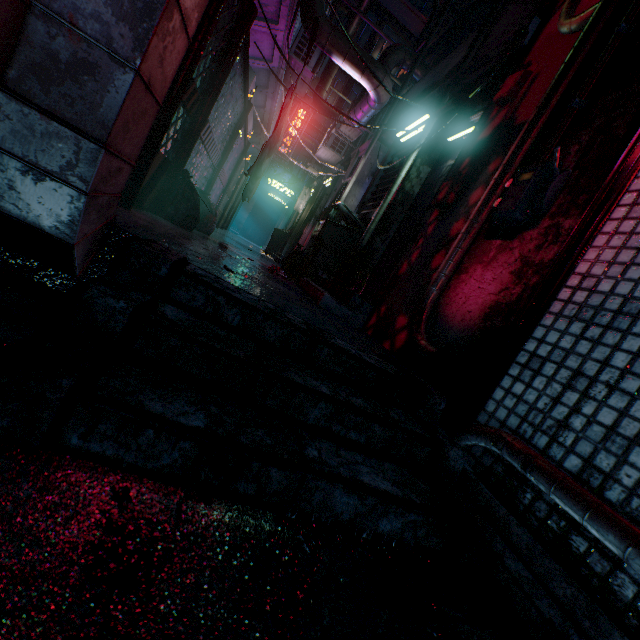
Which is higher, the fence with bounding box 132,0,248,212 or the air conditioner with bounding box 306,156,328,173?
the air conditioner with bounding box 306,156,328,173

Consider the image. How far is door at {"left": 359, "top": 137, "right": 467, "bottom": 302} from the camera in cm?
356

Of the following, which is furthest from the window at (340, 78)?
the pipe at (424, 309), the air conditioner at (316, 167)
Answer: the pipe at (424, 309)

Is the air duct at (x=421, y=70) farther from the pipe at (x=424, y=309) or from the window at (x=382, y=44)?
the window at (x=382, y=44)

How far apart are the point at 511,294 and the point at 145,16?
1.9 meters

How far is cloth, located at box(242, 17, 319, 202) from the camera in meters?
2.3

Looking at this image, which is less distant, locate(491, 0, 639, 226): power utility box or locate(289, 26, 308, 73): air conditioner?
locate(491, 0, 639, 226): power utility box

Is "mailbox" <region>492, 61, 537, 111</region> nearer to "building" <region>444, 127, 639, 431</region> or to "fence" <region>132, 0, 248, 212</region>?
"building" <region>444, 127, 639, 431</region>
